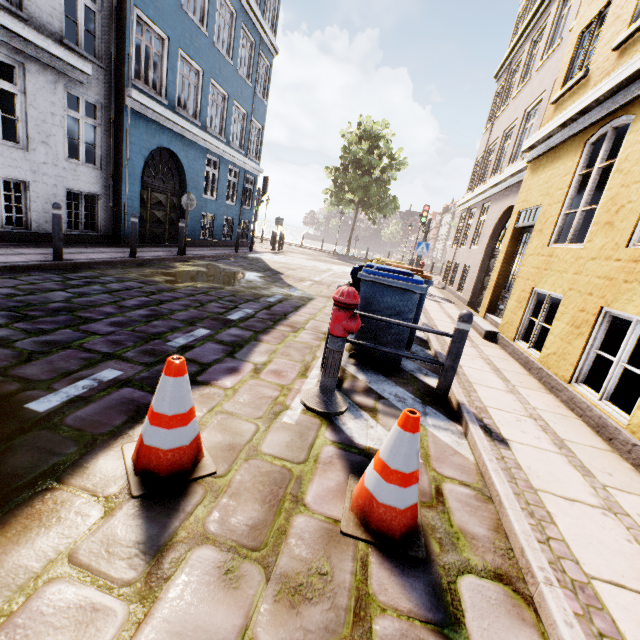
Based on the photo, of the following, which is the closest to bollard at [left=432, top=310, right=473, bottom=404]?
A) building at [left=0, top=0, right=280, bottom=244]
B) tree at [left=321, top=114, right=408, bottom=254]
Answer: building at [left=0, top=0, right=280, bottom=244]

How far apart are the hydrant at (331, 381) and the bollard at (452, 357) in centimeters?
118cm

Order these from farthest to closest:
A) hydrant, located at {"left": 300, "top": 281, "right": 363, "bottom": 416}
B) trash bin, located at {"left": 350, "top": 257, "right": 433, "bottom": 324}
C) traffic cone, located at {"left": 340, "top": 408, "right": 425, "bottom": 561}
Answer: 1. trash bin, located at {"left": 350, "top": 257, "right": 433, "bottom": 324}
2. hydrant, located at {"left": 300, "top": 281, "right": 363, "bottom": 416}
3. traffic cone, located at {"left": 340, "top": 408, "right": 425, "bottom": 561}

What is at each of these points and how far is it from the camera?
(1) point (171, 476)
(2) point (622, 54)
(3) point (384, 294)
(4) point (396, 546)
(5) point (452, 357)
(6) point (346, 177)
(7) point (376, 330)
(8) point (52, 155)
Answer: (1) traffic cone, 1.98m
(2) building, 4.83m
(3) trash bin, 4.19m
(4) traffic cone, 1.83m
(5) bollard, 3.61m
(6) tree, 26.38m
(7) trash bin, 4.31m
(8) building, 7.99m

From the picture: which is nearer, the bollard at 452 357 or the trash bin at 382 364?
the bollard at 452 357

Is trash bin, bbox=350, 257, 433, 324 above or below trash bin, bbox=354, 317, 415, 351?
above

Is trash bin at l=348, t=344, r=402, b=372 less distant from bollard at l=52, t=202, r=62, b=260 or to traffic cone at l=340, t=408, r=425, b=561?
traffic cone at l=340, t=408, r=425, b=561

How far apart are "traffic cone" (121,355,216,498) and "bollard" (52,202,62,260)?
6.18m
